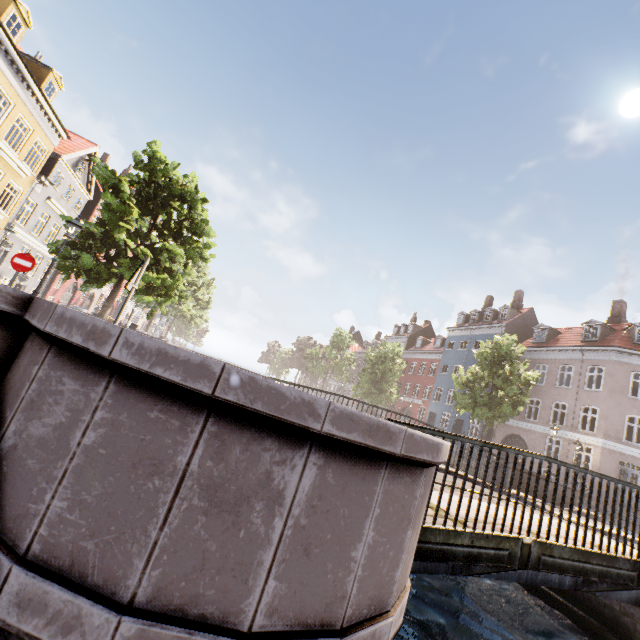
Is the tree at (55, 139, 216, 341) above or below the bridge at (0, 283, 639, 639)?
above

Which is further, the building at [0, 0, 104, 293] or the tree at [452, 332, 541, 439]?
the tree at [452, 332, 541, 439]

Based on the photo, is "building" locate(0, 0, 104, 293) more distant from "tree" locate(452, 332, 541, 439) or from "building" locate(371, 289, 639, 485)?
"building" locate(371, 289, 639, 485)

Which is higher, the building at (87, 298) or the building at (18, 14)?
the building at (18, 14)

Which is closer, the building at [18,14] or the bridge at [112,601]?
the bridge at [112,601]

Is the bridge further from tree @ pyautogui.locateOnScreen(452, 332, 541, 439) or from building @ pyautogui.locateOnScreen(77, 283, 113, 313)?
building @ pyautogui.locateOnScreen(77, 283, 113, 313)

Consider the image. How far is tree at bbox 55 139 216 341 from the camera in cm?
1203

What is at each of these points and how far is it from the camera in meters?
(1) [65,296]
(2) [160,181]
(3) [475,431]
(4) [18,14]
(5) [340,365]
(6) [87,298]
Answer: (1) building, 29.9 m
(2) tree, 13.3 m
(3) building, 35.3 m
(4) building, 15.2 m
(5) tree, 44.8 m
(6) building, 35.4 m
